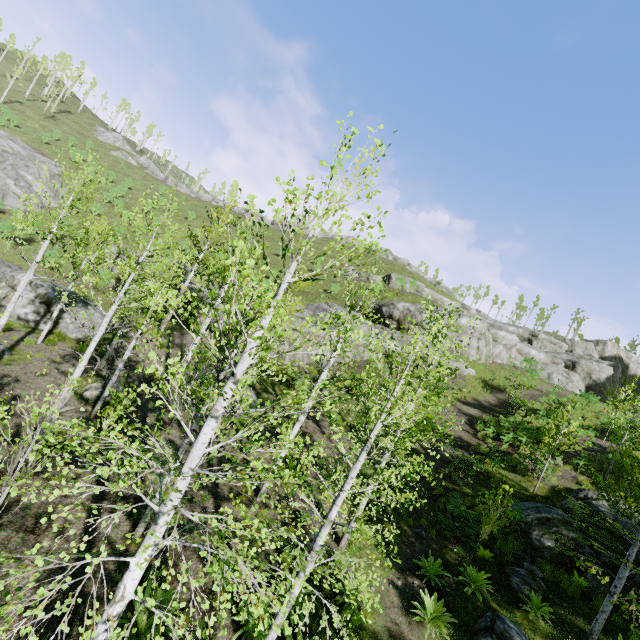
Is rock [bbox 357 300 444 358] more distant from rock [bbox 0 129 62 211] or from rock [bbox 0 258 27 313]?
rock [bbox 0 129 62 211]

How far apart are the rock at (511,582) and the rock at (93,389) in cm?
1603

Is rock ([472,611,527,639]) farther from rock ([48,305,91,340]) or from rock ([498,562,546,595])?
rock ([48,305,91,340])

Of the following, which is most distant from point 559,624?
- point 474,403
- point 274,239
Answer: point 274,239

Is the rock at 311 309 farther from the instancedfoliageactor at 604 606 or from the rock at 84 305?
the instancedfoliageactor at 604 606

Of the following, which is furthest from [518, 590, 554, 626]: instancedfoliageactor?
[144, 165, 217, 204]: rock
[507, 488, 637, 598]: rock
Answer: [144, 165, 217, 204]: rock

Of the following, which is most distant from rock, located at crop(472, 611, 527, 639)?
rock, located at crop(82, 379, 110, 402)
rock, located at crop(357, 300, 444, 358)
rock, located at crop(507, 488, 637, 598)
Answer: rock, located at crop(357, 300, 444, 358)

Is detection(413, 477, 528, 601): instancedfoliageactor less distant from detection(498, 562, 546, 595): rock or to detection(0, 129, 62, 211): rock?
detection(498, 562, 546, 595): rock
